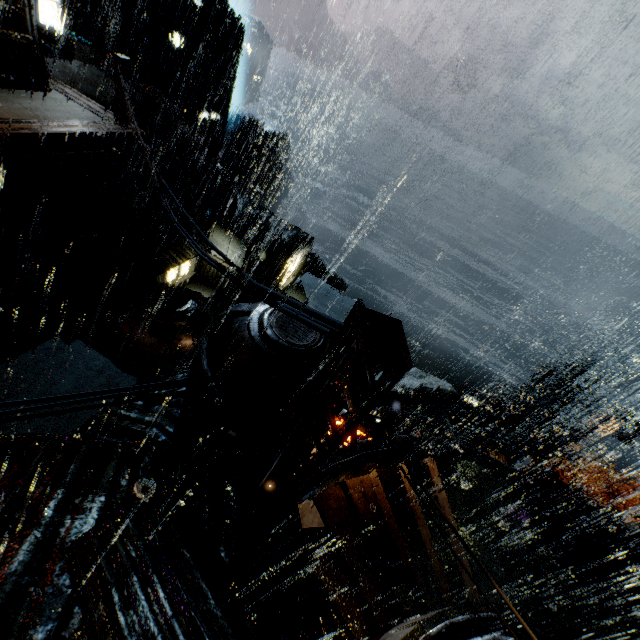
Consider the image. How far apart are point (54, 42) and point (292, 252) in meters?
21.1

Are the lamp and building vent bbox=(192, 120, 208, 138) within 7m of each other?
no

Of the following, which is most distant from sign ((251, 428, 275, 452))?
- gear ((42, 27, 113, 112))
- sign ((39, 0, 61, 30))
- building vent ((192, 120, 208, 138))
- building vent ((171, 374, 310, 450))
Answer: building vent ((192, 120, 208, 138))

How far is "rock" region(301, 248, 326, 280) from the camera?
52.3m

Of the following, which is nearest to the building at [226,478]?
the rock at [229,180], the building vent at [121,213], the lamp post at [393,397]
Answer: the lamp post at [393,397]

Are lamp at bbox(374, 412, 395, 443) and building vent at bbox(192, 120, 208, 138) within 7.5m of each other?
no

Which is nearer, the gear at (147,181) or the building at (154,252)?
the building at (154,252)

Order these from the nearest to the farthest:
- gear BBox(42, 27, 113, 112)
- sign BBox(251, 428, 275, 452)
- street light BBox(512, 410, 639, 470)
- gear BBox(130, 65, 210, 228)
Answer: sign BBox(251, 428, 275, 452)
street light BBox(512, 410, 639, 470)
gear BBox(42, 27, 113, 112)
gear BBox(130, 65, 210, 228)
